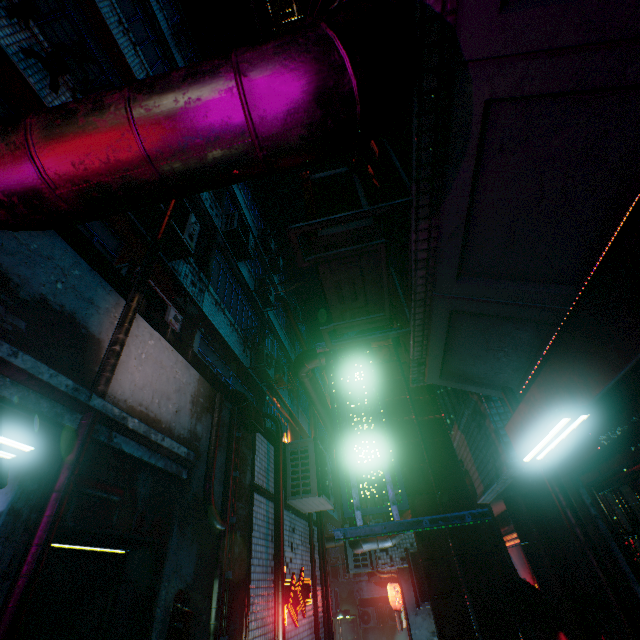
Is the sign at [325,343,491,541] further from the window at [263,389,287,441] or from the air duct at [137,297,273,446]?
the window at [263,389,287,441]

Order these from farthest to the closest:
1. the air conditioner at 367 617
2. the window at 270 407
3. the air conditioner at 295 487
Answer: the air conditioner at 367 617, the window at 270 407, the air conditioner at 295 487

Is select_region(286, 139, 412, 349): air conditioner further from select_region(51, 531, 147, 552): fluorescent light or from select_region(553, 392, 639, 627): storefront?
select_region(51, 531, 147, 552): fluorescent light

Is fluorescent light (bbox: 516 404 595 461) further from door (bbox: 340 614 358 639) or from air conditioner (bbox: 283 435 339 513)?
door (bbox: 340 614 358 639)

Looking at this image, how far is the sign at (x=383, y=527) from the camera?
2.20m

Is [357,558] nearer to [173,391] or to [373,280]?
[173,391]

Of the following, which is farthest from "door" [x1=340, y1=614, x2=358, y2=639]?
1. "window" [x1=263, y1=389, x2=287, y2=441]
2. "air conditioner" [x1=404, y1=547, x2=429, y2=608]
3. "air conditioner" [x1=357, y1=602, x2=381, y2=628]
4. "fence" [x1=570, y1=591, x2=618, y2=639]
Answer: "fence" [x1=570, y1=591, x2=618, y2=639]

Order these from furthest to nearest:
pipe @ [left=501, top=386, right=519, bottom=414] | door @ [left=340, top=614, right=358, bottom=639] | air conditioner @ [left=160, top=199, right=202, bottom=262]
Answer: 1. door @ [left=340, top=614, right=358, bottom=639]
2. air conditioner @ [left=160, top=199, right=202, bottom=262]
3. pipe @ [left=501, top=386, right=519, bottom=414]
